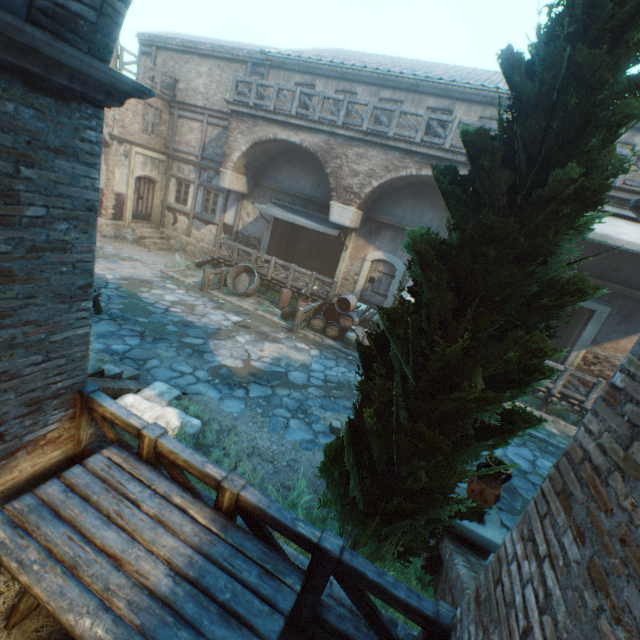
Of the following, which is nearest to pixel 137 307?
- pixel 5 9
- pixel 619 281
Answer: pixel 5 9

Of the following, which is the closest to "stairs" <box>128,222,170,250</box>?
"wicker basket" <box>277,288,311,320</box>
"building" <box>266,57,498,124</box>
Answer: "wicker basket" <box>277,288,311,320</box>

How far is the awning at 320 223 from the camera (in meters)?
13.31

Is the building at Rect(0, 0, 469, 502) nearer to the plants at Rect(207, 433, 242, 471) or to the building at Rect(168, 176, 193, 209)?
the building at Rect(168, 176, 193, 209)

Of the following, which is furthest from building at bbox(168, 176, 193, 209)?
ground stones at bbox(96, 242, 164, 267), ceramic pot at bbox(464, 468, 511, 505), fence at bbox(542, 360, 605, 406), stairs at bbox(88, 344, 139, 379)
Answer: fence at bbox(542, 360, 605, 406)

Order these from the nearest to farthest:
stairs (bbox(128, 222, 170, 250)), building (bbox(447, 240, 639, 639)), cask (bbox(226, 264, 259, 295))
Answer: building (bbox(447, 240, 639, 639)) < cask (bbox(226, 264, 259, 295)) < stairs (bbox(128, 222, 170, 250))

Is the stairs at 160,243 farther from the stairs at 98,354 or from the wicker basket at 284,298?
the stairs at 98,354

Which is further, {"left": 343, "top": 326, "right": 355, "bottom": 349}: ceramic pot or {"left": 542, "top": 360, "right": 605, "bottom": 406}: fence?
{"left": 343, "top": 326, "right": 355, "bottom": 349}: ceramic pot
